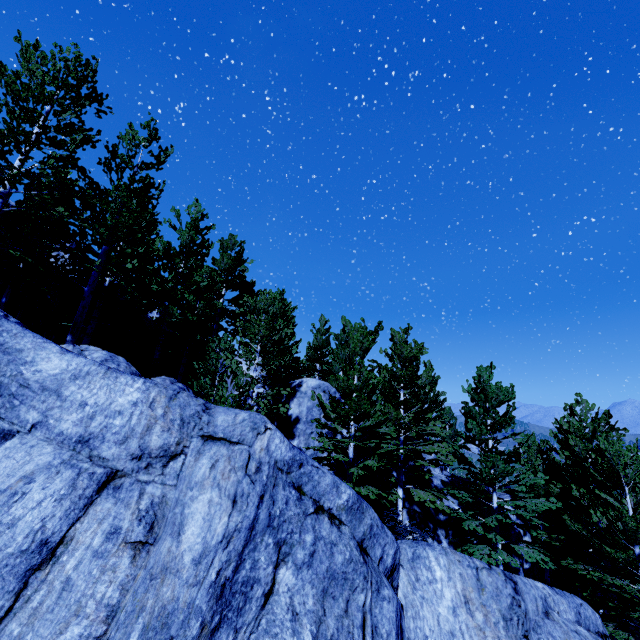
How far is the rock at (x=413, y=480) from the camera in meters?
17.8

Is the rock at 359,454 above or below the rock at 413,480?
above

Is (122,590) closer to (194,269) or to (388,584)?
(388,584)

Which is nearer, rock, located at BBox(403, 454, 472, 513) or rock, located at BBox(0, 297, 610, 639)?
rock, located at BBox(0, 297, 610, 639)

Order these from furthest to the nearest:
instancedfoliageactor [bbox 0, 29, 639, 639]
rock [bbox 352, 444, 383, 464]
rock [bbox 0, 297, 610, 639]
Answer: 1. rock [bbox 352, 444, 383, 464]
2. instancedfoliageactor [bbox 0, 29, 639, 639]
3. rock [bbox 0, 297, 610, 639]

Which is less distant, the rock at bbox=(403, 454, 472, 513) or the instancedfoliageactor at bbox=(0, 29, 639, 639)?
the instancedfoliageactor at bbox=(0, 29, 639, 639)
